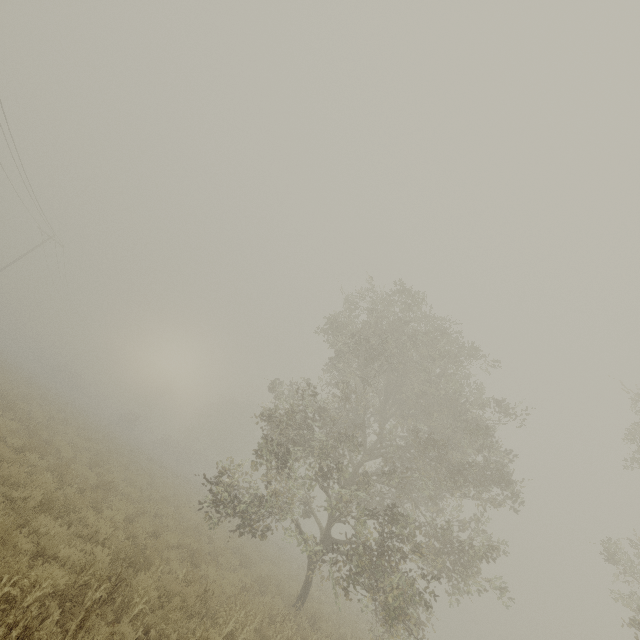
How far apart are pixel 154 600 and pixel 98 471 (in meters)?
9.46
